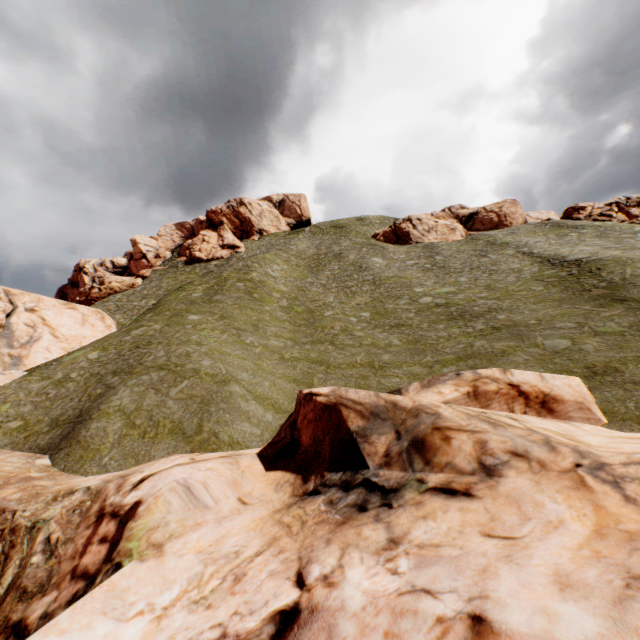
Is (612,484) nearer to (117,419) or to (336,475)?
(336,475)

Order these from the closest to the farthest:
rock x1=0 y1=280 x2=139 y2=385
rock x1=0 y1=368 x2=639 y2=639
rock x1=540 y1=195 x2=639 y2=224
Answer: rock x1=0 y1=368 x2=639 y2=639
rock x1=0 y1=280 x2=139 y2=385
rock x1=540 y1=195 x2=639 y2=224

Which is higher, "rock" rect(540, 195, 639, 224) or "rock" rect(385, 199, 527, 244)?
"rock" rect(385, 199, 527, 244)

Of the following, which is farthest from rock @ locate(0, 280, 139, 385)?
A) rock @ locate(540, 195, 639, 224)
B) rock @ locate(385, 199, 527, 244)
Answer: rock @ locate(540, 195, 639, 224)

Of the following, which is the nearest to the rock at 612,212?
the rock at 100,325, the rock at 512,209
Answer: the rock at 512,209

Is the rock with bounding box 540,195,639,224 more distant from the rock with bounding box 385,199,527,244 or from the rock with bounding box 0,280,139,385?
the rock with bounding box 0,280,139,385

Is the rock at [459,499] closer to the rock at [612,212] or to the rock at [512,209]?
the rock at [512,209]
